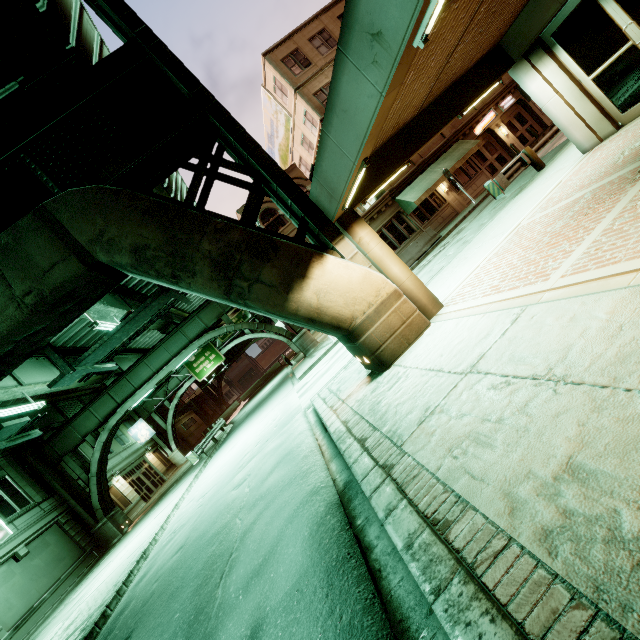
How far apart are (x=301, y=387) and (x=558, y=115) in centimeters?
1293cm

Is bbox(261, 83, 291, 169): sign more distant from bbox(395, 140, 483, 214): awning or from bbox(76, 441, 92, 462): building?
bbox(76, 441, 92, 462): building

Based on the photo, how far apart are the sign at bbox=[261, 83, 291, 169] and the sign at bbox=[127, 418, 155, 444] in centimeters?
3186cm

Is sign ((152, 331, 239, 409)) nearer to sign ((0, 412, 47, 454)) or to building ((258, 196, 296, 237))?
building ((258, 196, 296, 237))

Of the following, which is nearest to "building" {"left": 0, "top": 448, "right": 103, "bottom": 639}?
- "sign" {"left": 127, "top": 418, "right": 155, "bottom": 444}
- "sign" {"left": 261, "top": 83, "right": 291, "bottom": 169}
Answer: "sign" {"left": 127, "top": 418, "right": 155, "bottom": 444}

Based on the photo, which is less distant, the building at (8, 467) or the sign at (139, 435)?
the building at (8, 467)

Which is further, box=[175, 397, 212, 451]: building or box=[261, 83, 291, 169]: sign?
box=[175, 397, 212, 451]: building

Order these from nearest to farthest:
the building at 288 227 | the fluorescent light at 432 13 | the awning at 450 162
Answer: the fluorescent light at 432 13 → the awning at 450 162 → the building at 288 227
